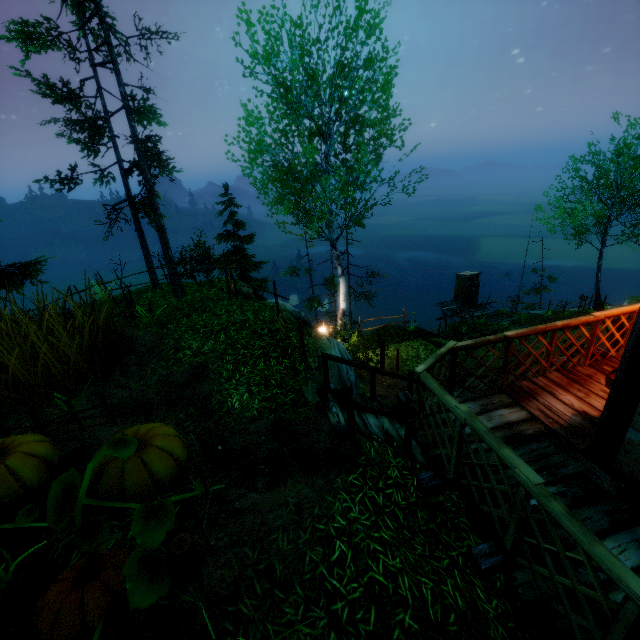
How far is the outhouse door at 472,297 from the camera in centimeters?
2395cm

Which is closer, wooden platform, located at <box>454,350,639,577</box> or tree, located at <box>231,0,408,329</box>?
wooden platform, located at <box>454,350,639,577</box>

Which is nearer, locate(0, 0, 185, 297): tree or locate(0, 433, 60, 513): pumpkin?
locate(0, 433, 60, 513): pumpkin

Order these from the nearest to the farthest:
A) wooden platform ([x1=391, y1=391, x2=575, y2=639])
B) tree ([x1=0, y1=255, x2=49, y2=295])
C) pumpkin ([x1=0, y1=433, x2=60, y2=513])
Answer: wooden platform ([x1=391, y1=391, x2=575, y2=639]) < pumpkin ([x1=0, y1=433, x2=60, y2=513]) < tree ([x1=0, y1=255, x2=49, y2=295])

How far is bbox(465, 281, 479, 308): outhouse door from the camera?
23.95m

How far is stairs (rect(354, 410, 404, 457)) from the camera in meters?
5.8 m

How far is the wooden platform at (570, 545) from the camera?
3.02m

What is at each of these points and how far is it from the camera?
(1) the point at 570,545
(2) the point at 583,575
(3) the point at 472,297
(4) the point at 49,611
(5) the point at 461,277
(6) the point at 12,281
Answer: (1) wooden platform, 3.07m
(2) wooden platform, 2.85m
(3) outhouse door, 24.39m
(4) pumpkin, 2.90m
(5) outhouse, 24.31m
(6) tree, 14.47m
